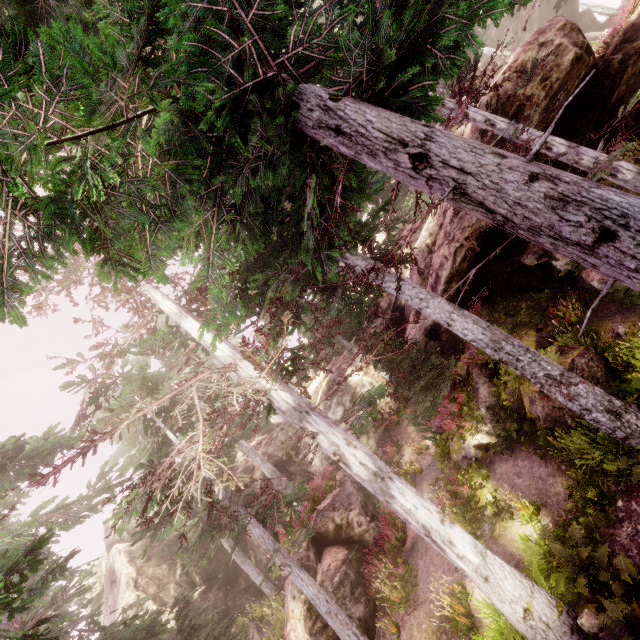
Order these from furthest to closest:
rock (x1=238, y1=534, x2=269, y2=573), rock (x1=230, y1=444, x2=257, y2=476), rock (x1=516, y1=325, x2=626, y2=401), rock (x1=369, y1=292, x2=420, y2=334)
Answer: rock (x1=230, y1=444, x2=257, y2=476) < rock (x1=238, y1=534, x2=269, y2=573) < rock (x1=369, y1=292, x2=420, y2=334) < rock (x1=516, y1=325, x2=626, y2=401)

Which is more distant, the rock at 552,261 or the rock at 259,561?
the rock at 259,561

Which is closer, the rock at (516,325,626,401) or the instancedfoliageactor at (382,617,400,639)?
the rock at (516,325,626,401)

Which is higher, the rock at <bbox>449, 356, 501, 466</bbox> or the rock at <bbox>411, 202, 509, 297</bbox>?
the rock at <bbox>411, 202, 509, 297</bbox>

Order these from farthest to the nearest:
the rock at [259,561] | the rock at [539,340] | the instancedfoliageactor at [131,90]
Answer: the rock at [259,561]
the rock at [539,340]
the instancedfoliageactor at [131,90]

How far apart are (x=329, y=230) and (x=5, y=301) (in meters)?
4.46

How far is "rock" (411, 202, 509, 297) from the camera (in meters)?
11.65
